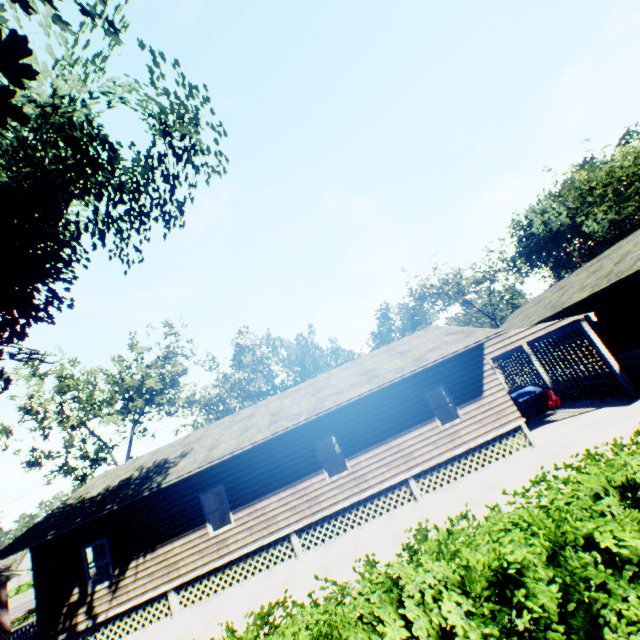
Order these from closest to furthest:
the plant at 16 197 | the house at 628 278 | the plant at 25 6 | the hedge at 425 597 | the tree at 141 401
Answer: the hedge at 425 597
the plant at 25 6
the plant at 16 197
the house at 628 278
the tree at 141 401

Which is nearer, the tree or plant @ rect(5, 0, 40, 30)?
plant @ rect(5, 0, 40, 30)

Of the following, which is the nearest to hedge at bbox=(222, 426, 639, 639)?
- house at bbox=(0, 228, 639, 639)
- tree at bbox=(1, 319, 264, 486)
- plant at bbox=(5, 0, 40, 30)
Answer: plant at bbox=(5, 0, 40, 30)

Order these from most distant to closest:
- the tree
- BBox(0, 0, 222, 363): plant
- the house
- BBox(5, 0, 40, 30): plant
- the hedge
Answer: the tree → the house → BBox(0, 0, 222, 363): plant → BBox(5, 0, 40, 30): plant → the hedge

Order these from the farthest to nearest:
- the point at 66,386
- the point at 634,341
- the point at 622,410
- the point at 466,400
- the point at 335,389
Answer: the point at 66,386 < the point at 634,341 < the point at 335,389 < the point at 466,400 < the point at 622,410

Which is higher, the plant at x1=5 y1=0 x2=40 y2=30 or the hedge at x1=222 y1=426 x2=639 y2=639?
the plant at x1=5 y1=0 x2=40 y2=30

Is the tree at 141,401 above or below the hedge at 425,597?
above

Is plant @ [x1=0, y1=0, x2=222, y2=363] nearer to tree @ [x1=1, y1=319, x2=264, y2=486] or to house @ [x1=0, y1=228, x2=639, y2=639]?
tree @ [x1=1, y1=319, x2=264, y2=486]
